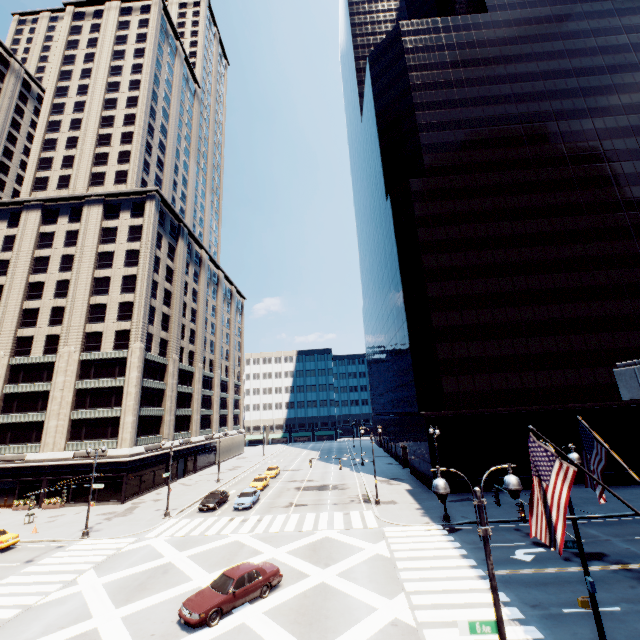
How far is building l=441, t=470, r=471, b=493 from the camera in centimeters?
3450cm

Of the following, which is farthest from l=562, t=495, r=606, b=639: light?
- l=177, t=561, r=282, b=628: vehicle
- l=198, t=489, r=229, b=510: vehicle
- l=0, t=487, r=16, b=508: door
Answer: l=0, t=487, r=16, b=508: door

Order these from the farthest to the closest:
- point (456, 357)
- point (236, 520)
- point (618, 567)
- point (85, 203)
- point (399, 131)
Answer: point (399, 131), point (85, 203), point (456, 357), point (236, 520), point (618, 567)

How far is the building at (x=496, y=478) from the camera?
34.44m

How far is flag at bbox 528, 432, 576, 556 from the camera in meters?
7.2

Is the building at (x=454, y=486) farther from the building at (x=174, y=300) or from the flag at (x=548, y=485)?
the building at (x=174, y=300)

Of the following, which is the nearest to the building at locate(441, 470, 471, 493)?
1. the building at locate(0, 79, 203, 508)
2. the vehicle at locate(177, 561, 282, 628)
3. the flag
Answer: the vehicle at locate(177, 561, 282, 628)

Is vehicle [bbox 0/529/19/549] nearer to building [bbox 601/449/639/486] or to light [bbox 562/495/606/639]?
light [bbox 562/495/606/639]
